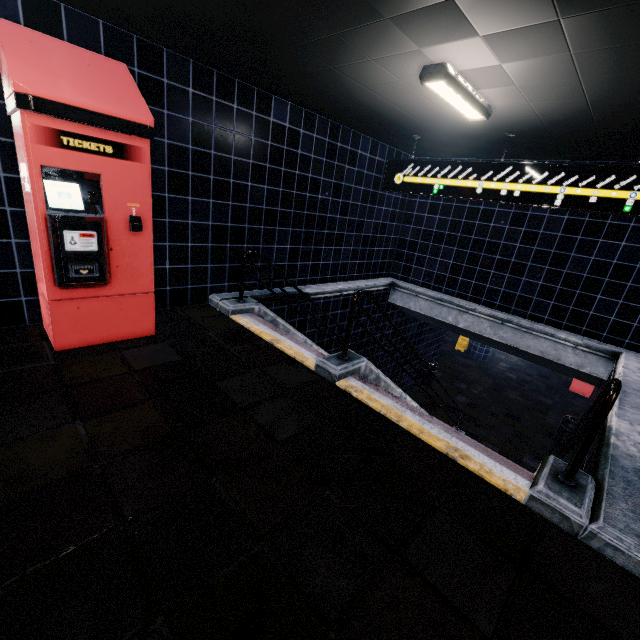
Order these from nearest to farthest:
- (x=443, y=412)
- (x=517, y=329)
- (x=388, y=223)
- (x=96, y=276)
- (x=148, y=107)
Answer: (x=96, y=276) → (x=148, y=107) → (x=517, y=329) → (x=388, y=223) → (x=443, y=412)
